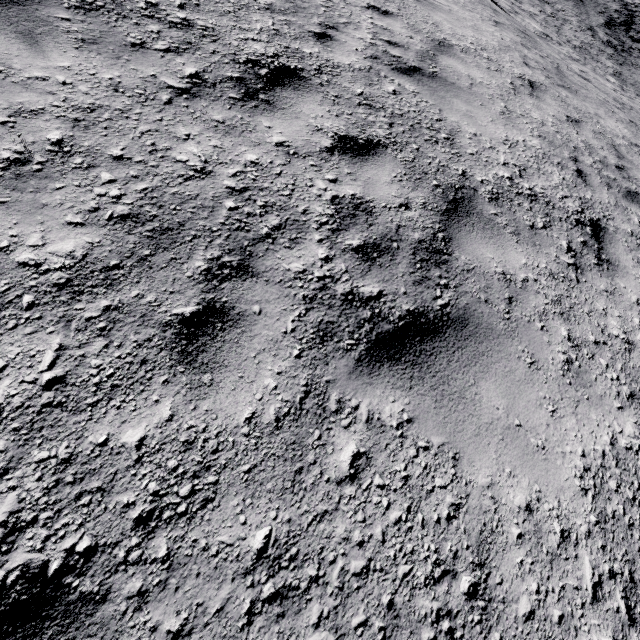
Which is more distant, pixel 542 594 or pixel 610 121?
pixel 610 121
